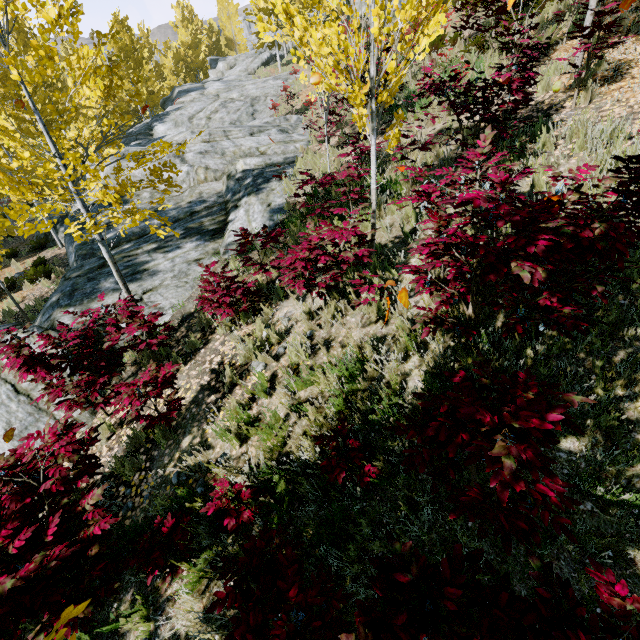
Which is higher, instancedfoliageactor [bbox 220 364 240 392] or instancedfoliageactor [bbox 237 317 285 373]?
instancedfoliageactor [bbox 237 317 285 373]

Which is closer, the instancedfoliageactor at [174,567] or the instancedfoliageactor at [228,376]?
the instancedfoliageactor at [174,567]

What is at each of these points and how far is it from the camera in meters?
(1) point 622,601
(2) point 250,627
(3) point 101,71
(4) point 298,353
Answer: (1) instancedfoliageactor, 1.3
(2) instancedfoliageactor, 1.9
(3) instancedfoliageactor, 3.8
(4) instancedfoliageactor, 4.3

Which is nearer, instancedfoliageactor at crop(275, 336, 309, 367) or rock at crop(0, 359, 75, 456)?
instancedfoliageactor at crop(275, 336, 309, 367)

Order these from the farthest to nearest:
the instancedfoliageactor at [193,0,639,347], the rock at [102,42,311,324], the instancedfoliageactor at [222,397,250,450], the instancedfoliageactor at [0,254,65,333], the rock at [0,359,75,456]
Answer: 1. the instancedfoliageactor at [0,254,65,333]
2. the rock at [102,42,311,324]
3. the rock at [0,359,75,456]
4. the instancedfoliageactor at [222,397,250,450]
5. the instancedfoliageactor at [193,0,639,347]

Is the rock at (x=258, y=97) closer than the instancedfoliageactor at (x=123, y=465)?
No

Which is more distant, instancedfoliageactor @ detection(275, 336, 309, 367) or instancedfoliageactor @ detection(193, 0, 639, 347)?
instancedfoliageactor @ detection(275, 336, 309, 367)
